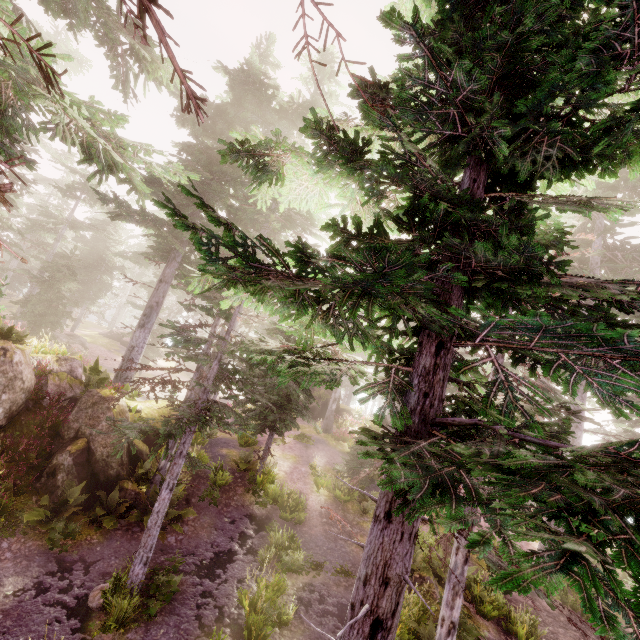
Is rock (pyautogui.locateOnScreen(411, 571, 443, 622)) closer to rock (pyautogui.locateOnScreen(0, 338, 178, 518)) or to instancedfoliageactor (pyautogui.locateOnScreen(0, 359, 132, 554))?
instancedfoliageactor (pyautogui.locateOnScreen(0, 359, 132, 554))

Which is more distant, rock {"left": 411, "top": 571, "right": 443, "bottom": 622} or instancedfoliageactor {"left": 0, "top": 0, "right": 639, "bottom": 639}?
rock {"left": 411, "top": 571, "right": 443, "bottom": 622}

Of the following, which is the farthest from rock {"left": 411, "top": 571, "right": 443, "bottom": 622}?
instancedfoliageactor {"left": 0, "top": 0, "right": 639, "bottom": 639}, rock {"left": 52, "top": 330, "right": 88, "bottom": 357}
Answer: rock {"left": 52, "top": 330, "right": 88, "bottom": 357}

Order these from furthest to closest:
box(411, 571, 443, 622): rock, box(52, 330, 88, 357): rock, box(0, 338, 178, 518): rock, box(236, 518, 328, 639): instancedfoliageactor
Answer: box(52, 330, 88, 357): rock, box(0, 338, 178, 518): rock, box(411, 571, 443, 622): rock, box(236, 518, 328, 639): instancedfoliageactor

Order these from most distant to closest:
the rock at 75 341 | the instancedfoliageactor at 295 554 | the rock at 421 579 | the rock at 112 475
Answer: the rock at 75 341 < the rock at 112 475 < the rock at 421 579 < the instancedfoliageactor at 295 554

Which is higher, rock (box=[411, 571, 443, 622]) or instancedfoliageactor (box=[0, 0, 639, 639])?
instancedfoliageactor (box=[0, 0, 639, 639])

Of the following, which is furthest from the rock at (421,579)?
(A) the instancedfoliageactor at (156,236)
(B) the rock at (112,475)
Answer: (B) the rock at (112,475)

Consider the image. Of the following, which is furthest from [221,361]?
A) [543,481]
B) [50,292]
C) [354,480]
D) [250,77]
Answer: [50,292]
